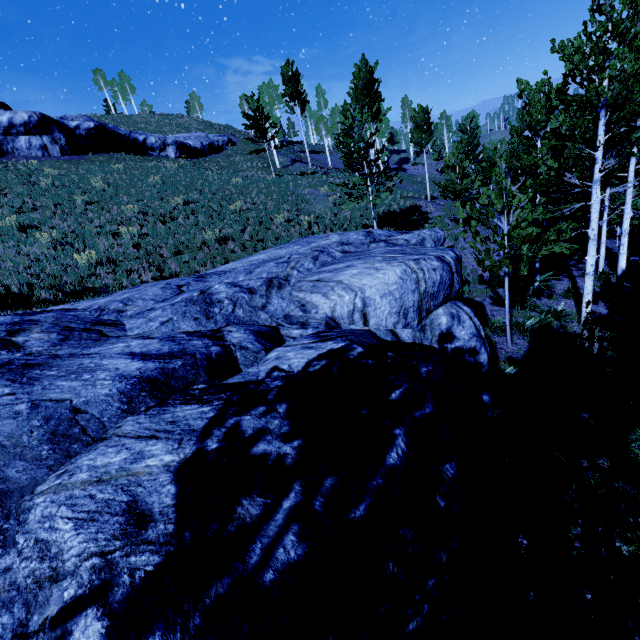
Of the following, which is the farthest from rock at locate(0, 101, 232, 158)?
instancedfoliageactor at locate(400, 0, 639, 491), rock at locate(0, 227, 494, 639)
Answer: rock at locate(0, 227, 494, 639)

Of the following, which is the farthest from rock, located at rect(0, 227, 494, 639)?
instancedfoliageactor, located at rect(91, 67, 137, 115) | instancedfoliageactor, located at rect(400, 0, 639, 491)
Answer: instancedfoliageactor, located at rect(91, 67, 137, 115)

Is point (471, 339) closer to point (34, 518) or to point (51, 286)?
point (34, 518)

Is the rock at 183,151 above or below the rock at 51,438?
above

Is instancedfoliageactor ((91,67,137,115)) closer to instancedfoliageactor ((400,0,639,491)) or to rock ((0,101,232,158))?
instancedfoliageactor ((400,0,639,491))

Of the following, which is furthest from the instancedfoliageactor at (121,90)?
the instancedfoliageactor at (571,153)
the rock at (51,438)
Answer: the rock at (51,438)

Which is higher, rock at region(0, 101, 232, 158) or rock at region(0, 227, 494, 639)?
rock at region(0, 101, 232, 158)

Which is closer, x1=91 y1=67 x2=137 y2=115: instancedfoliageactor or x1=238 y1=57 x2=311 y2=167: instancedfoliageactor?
x1=238 y1=57 x2=311 y2=167: instancedfoliageactor
